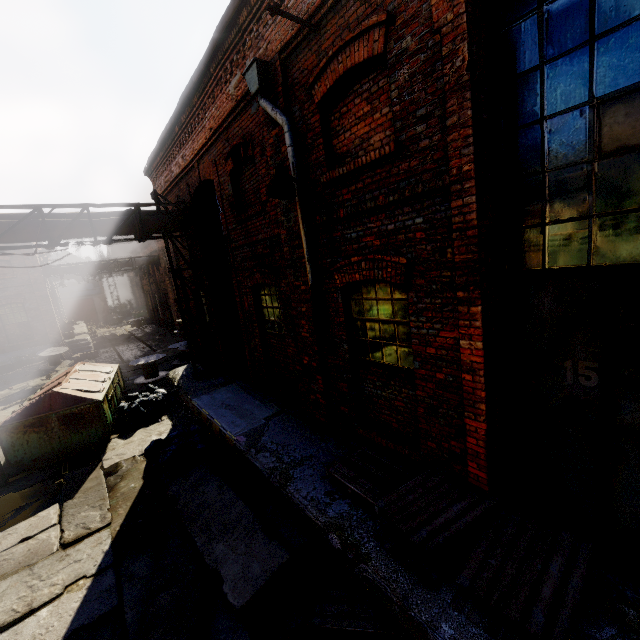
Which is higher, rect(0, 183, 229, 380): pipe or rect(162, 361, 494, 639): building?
rect(0, 183, 229, 380): pipe

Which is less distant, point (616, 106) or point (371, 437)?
point (616, 106)

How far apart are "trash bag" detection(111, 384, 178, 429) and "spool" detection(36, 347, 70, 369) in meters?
12.0

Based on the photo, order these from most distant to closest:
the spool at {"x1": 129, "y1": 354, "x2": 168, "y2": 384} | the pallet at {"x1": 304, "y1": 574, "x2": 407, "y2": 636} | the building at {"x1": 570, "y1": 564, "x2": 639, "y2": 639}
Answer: the spool at {"x1": 129, "y1": 354, "x2": 168, "y2": 384}, the pallet at {"x1": 304, "y1": 574, "x2": 407, "y2": 636}, the building at {"x1": 570, "y1": 564, "x2": 639, "y2": 639}

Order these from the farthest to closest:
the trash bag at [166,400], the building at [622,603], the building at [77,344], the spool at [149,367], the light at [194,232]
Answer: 1. the building at [77,344]
2. the spool at [149,367]
3. the trash bag at [166,400]
4. the light at [194,232]
5. the building at [622,603]

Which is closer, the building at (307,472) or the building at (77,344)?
the building at (307,472)

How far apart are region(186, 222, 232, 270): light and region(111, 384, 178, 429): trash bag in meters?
Answer: 5.5 m

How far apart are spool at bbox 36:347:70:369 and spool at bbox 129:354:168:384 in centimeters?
840cm
